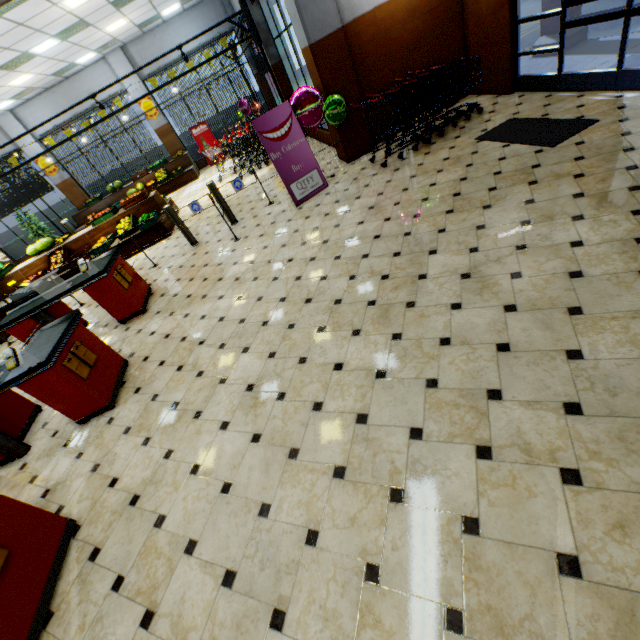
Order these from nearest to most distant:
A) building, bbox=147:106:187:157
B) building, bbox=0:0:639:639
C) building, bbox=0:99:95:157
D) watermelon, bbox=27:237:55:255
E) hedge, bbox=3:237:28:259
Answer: building, bbox=0:0:639:639, watermelon, bbox=27:237:55:255, building, bbox=0:99:95:157, building, bbox=147:106:187:157, hedge, bbox=3:237:28:259

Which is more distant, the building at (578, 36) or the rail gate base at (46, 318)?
the building at (578, 36)

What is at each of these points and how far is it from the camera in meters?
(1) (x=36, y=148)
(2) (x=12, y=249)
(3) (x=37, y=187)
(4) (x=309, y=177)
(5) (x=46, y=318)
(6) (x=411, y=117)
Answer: (1) building, 13.5 m
(2) hedge, 15.7 m
(3) curtain, 14.4 m
(4) sign, 6.6 m
(5) rail gate base, 5.4 m
(6) shopping cart, 6.2 m

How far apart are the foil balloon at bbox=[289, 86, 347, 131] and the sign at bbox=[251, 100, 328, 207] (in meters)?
0.09

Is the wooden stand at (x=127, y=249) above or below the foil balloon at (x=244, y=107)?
below

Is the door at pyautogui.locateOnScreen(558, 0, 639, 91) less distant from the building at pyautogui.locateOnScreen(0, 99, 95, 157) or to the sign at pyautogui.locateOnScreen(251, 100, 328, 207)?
the building at pyautogui.locateOnScreen(0, 99, 95, 157)

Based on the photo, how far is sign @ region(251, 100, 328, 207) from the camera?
6.0 meters

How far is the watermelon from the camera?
9.3m
